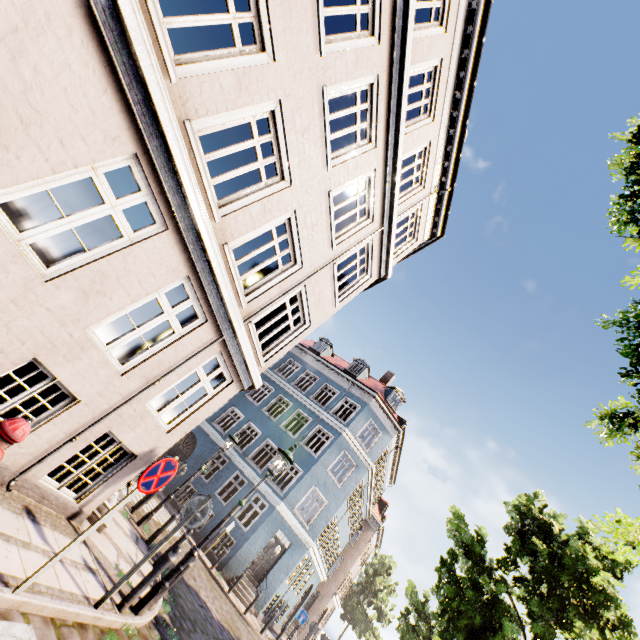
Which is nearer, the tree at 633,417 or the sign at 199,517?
the tree at 633,417

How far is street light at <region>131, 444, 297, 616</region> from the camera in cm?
569

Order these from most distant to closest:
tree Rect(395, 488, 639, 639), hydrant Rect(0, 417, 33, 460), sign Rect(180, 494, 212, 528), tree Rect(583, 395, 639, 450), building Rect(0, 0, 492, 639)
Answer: tree Rect(395, 488, 639, 639)
sign Rect(180, 494, 212, 528)
tree Rect(583, 395, 639, 450)
building Rect(0, 0, 492, 639)
hydrant Rect(0, 417, 33, 460)

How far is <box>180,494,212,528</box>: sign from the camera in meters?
5.4

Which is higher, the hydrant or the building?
the building

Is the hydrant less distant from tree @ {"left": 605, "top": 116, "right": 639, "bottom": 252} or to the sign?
the sign

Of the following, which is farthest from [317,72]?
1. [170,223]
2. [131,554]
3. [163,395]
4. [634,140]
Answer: [131,554]

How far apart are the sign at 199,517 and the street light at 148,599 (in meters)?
1.29
